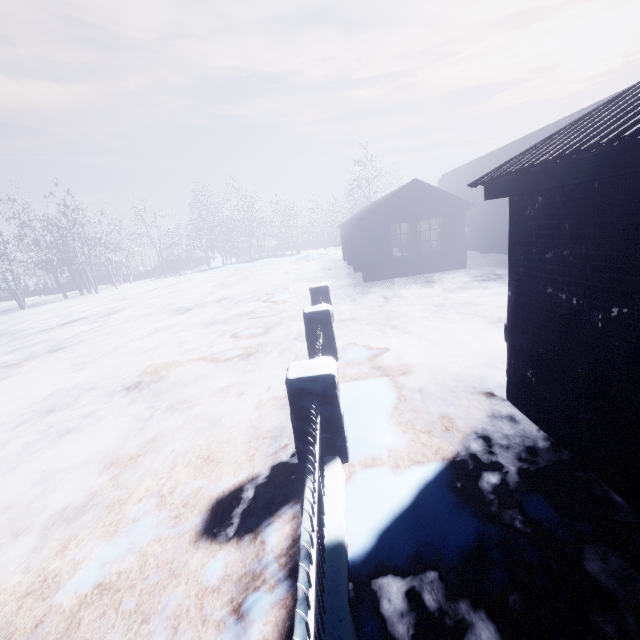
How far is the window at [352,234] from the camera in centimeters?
1520cm

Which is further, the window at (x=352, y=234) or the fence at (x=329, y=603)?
the window at (x=352, y=234)

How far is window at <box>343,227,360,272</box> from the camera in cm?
1520

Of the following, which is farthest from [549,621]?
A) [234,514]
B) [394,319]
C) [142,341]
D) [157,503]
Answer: [142,341]

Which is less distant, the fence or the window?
the fence
